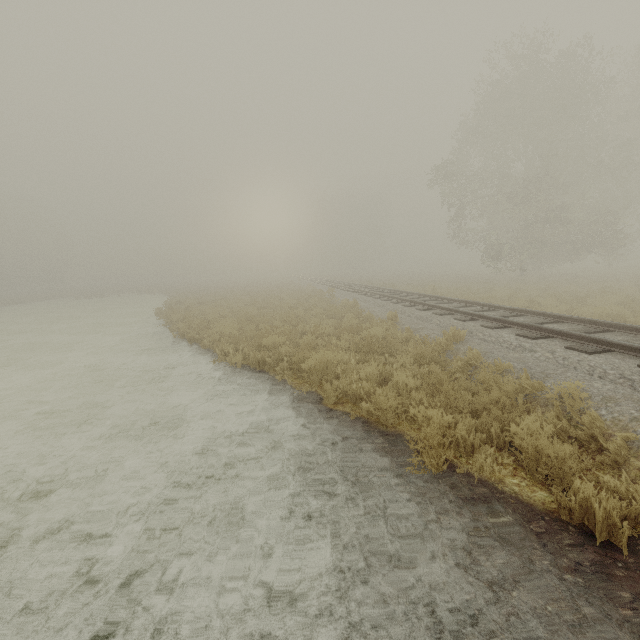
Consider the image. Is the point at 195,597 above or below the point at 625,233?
below
